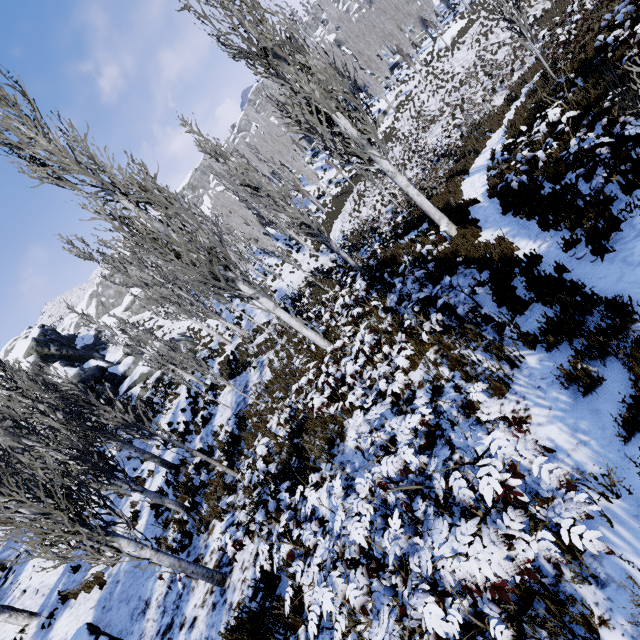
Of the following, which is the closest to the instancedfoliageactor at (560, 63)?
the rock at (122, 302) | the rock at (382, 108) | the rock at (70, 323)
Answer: the rock at (382, 108)

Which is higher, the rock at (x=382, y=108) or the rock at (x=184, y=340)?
the rock at (x=184, y=340)

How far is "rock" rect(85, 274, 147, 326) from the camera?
52.9 meters

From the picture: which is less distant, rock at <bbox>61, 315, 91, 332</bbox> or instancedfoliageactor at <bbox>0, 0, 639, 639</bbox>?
instancedfoliageactor at <bbox>0, 0, 639, 639</bbox>

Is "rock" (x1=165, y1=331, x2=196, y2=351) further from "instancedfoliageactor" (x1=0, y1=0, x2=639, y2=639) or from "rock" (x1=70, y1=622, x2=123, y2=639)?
"rock" (x1=70, y1=622, x2=123, y2=639)

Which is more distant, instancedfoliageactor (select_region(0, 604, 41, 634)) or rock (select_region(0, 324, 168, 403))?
rock (select_region(0, 324, 168, 403))

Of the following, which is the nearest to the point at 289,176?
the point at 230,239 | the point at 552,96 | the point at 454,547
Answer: the point at 230,239

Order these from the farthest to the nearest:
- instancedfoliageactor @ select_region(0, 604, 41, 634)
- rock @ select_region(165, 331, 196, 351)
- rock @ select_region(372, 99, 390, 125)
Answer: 1. rock @ select_region(372, 99, 390, 125)
2. rock @ select_region(165, 331, 196, 351)
3. instancedfoliageactor @ select_region(0, 604, 41, 634)
